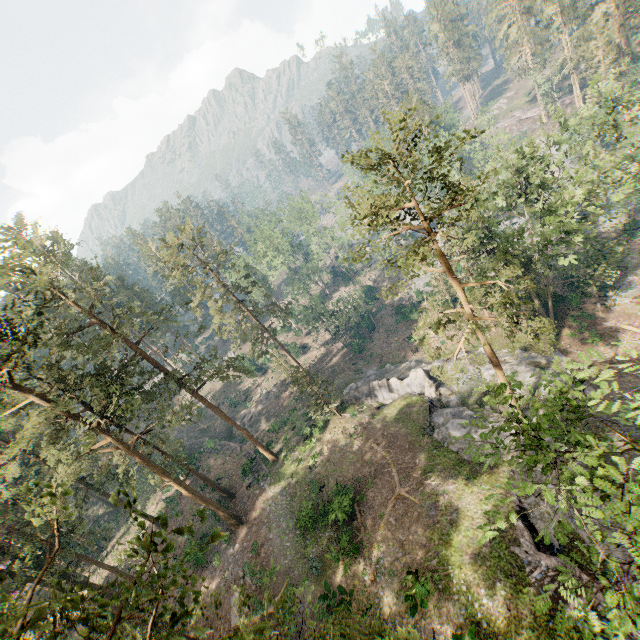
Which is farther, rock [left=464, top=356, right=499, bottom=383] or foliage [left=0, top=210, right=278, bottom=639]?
rock [left=464, top=356, right=499, bottom=383]

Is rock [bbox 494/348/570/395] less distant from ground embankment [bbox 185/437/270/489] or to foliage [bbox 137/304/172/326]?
foliage [bbox 137/304/172/326]

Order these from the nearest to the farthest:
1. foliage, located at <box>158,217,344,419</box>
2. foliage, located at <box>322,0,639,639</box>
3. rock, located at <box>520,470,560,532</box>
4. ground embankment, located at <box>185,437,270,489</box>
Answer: foliage, located at <box>322,0,639,639</box> < rock, located at <box>520,470,560,532</box> < foliage, located at <box>158,217,344,419</box> < ground embankment, located at <box>185,437,270,489</box>

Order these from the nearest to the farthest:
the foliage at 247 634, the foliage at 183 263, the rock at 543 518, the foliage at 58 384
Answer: the foliage at 247 634 → the foliage at 58 384 → the rock at 543 518 → the foliage at 183 263

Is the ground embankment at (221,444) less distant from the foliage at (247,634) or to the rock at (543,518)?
the foliage at (247,634)

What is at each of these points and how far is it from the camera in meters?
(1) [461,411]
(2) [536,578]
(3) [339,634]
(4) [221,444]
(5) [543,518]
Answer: (1) rock, 28.8
(2) ground embankment, 17.5
(3) foliage, 6.0
(4) ground embankment, 45.2
(5) rock, 20.2

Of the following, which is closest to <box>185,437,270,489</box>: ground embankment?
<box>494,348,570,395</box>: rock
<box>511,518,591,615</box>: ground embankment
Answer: <box>494,348,570,395</box>: rock
